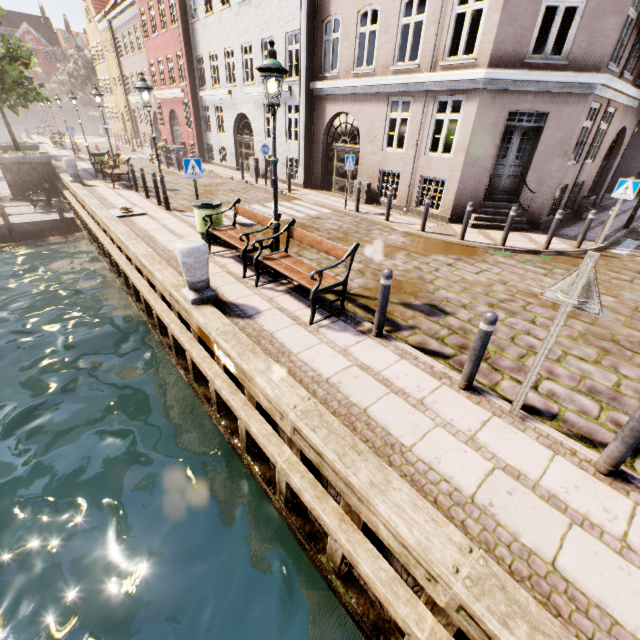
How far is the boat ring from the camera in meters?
10.3 m

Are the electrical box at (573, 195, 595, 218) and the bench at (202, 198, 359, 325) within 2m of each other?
no

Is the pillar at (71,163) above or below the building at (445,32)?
below

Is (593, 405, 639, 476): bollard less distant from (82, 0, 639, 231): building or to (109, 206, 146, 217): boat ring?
(82, 0, 639, 231): building

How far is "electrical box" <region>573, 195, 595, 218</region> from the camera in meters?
13.0

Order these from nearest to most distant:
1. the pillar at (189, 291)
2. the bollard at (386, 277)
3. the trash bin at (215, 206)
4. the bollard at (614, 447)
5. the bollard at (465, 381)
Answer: the bollard at (614, 447) → the bollard at (465, 381) → the bollard at (386, 277) → the pillar at (189, 291) → the trash bin at (215, 206)

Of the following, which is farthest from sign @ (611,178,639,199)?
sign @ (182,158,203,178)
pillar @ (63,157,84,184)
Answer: pillar @ (63,157,84,184)

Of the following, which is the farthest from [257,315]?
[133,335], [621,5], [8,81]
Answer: [8,81]
